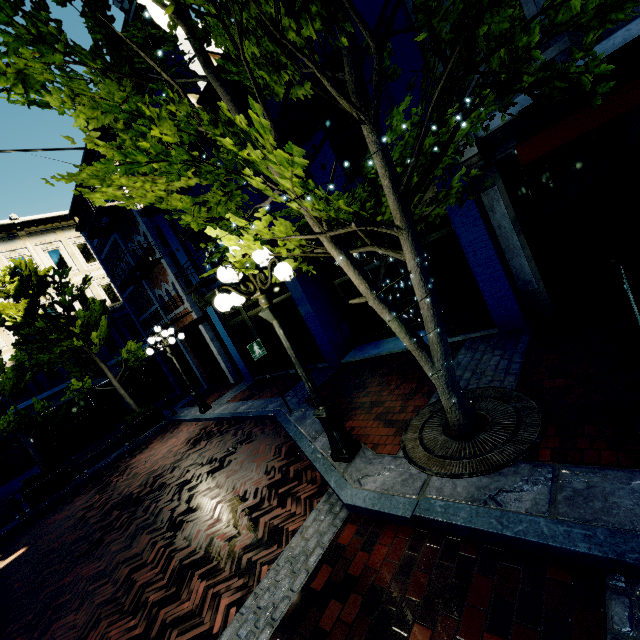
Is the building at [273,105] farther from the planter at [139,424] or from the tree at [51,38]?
the planter at [139,424]

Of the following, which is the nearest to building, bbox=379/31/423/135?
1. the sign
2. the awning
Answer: the awning

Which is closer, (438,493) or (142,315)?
(438,493)

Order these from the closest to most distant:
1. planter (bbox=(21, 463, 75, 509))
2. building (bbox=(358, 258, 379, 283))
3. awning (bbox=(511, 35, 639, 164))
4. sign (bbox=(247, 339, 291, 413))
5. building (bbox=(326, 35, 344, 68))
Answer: awning (bbox=(511, 35, 639, 164)) → building (bbox=(326, 35, 344, 68)) → sign (bbox=(247, 339, 291, 413)) → building (bbox=(358, 258, 379, 283)) → planter (bbox=(21, 463, 75, 509))

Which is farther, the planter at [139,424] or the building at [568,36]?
the planter at [139,424]

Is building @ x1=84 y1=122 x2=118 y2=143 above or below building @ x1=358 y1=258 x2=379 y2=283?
above

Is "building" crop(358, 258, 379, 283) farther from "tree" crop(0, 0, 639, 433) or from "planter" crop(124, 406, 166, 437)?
"planter" crop(124, 406, 166, 437)

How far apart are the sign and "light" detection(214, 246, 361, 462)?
2.4m
